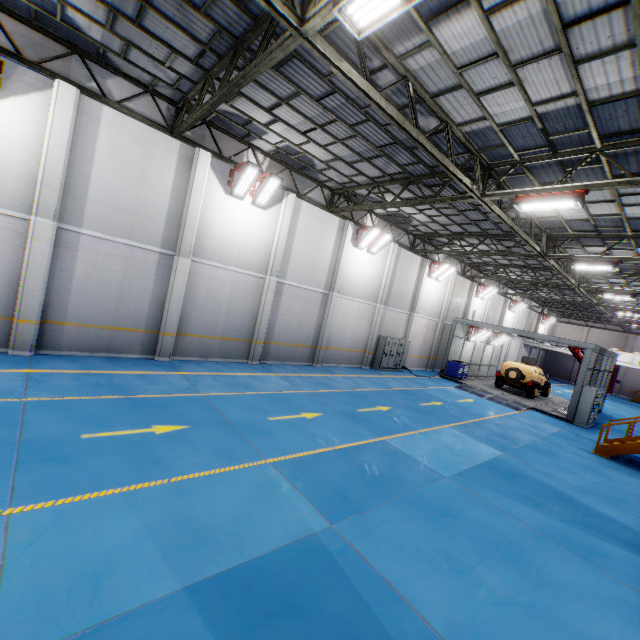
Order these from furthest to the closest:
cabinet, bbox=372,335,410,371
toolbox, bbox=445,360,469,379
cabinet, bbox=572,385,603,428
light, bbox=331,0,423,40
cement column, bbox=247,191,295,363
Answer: toolbox, bbox=445,360,469,379
cabinet, bbox=372,335,410,371
cabinet, bbox=572,385,603,428
cement column, bbox=247,191,295,363
light, bbox=331,0,423,40

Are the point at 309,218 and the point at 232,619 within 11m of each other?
no

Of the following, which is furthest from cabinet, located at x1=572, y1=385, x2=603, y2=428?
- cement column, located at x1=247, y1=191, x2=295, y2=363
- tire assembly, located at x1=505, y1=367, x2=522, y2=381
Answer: cement column, located at x1=247, y1=191, x2=295, y2=363

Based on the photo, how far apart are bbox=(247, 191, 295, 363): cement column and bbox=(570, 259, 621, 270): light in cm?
1287

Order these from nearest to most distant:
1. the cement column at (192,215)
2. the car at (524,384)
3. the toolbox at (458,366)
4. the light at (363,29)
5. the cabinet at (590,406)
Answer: the light at (363,29) < the cement column at (192,215) < the cabinet at (590,406) < the car at (524,384) < the toolbox at (458,366)

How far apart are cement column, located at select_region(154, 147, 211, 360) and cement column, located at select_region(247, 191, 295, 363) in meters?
3.3 m

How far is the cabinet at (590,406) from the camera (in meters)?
17.17

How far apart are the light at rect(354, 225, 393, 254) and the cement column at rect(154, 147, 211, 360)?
8.3m
